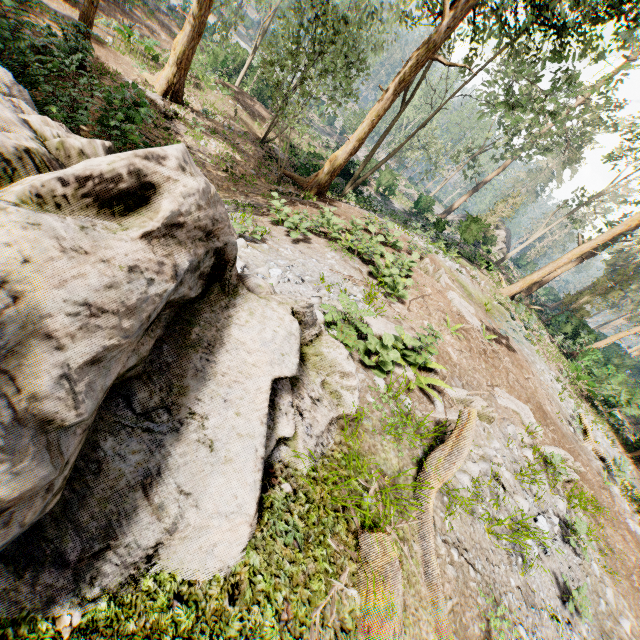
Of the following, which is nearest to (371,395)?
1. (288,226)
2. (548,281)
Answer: (288,226)

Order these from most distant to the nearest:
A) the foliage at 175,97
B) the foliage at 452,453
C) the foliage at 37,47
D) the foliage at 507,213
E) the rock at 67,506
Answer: the foliage at 507,213 → the foliage at 175,97 → the foliage at 37,47 → the foliage at 452,453 → the rock at 67,506

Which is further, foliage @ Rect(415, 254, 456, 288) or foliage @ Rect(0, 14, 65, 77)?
foliage @ Rect(415, 254, 456, 288)

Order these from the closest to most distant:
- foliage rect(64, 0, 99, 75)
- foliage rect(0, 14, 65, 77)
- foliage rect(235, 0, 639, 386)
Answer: foliage rect(0, 14, 65, 77) < foliage rect(64, 0, 99, 75) < foliage rect(235, 0, 639, 386)

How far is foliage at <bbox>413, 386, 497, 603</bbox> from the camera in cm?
395

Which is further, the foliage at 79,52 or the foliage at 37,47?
the foliage at 79,52
